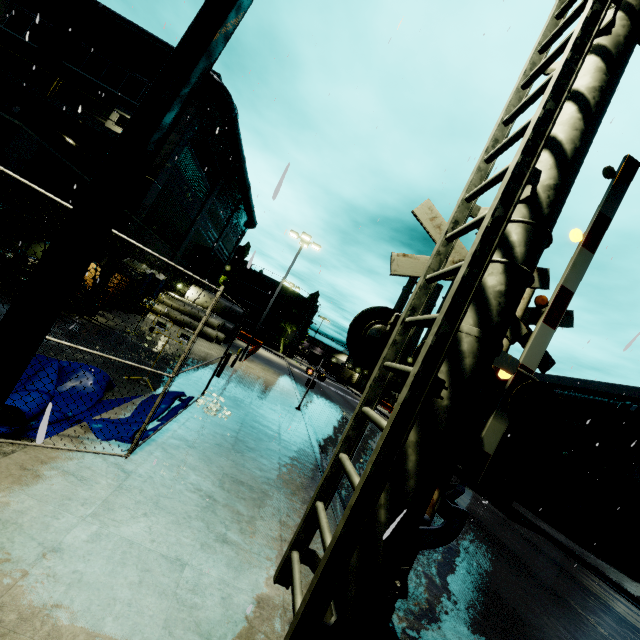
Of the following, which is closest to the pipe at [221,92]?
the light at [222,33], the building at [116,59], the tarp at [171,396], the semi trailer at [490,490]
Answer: the building at [116,59]

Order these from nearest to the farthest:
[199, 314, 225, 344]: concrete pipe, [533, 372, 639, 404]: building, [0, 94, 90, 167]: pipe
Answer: [0, 94, 90, 167]: pipe
[533, 372, 639, 404]: building
[199, 314, 225, 344]: concrete pipe

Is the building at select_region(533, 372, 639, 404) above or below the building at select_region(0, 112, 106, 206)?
above

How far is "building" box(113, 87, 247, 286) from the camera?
18.6 meters

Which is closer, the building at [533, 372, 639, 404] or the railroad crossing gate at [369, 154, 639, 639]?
the railroad crossing gate at [369, 154, 639, 639]

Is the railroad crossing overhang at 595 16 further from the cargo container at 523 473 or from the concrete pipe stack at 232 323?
the concrete pipe stack at 232 323

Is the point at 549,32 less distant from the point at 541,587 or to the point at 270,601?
the point at 270,601

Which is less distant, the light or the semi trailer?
the light
